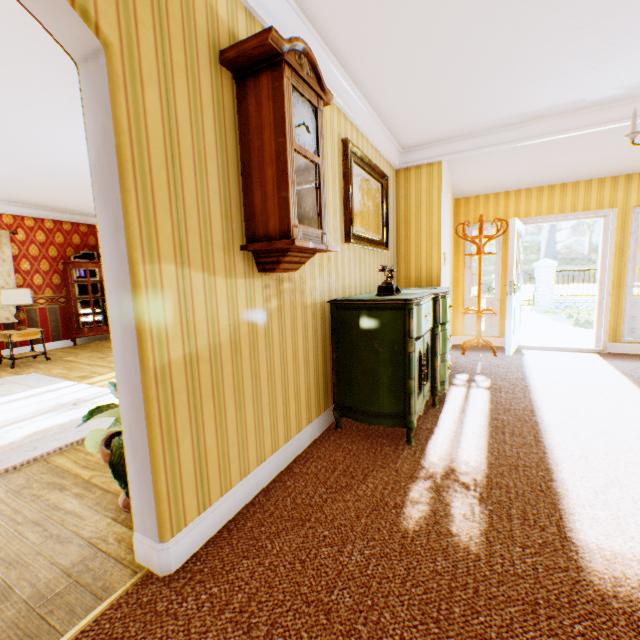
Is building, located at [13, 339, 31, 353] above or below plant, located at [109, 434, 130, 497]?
below

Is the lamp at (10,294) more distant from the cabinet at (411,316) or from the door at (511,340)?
the door at (511,340)

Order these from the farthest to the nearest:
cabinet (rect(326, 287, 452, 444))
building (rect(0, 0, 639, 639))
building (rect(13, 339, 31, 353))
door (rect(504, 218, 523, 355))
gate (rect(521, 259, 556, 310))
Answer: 1. gate (rect(521, 259, 556, 310))
2. building (rect(13, 339, 31, 353))
3. door (rect(504, 218, 523, 355))
4. cabinet (rect(326, 287, 452, 444))
5. building (rect(0, 0, 639, 639))

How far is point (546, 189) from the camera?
5.41m

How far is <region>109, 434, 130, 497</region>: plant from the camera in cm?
171

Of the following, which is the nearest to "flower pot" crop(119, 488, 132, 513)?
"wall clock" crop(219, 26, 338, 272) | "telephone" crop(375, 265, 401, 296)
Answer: "wall clock" crop(219, 26, 338, 272)

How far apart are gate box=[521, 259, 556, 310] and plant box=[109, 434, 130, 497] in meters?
17.9

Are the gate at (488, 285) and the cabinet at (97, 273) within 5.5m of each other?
no
